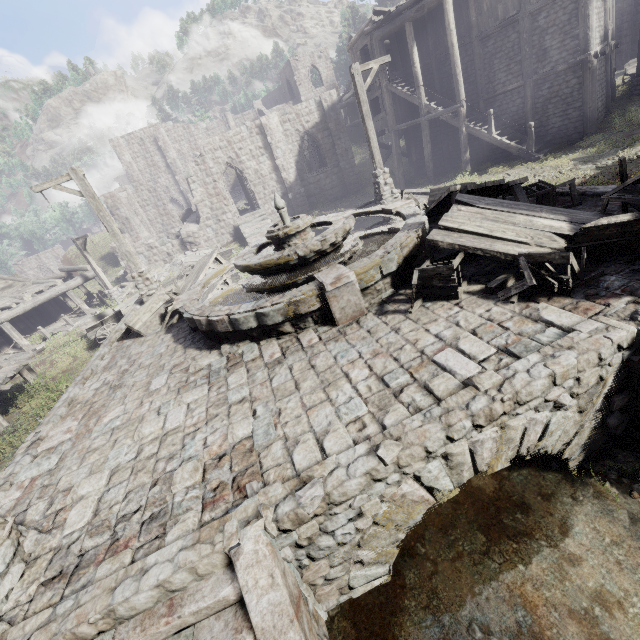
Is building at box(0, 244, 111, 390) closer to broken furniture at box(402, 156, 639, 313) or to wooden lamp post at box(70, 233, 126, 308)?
wooden lamp post at box(70, 233, 126, 308)

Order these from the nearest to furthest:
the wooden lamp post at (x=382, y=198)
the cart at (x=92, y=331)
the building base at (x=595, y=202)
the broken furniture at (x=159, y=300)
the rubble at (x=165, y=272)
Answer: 1. the building base at (x=595, y=202)
2. the broken furniture at (x=159, y=300)
3. the wooden lamp post at (x=382, y=198)
4. the cart at (x=92, y=331)
5. the rubble at (x=165, y=272)

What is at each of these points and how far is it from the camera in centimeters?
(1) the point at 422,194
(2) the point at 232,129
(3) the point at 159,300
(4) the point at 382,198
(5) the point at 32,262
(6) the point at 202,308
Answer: (1) building base, 1199cm
(2) building, 2402cm
(3) broken furniture, 965cm
(4) wooden lamp post, 1295cm
(5) building, 4416cm
(6) fountain, 656cm

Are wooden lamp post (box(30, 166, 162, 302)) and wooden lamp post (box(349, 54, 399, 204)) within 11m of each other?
yes

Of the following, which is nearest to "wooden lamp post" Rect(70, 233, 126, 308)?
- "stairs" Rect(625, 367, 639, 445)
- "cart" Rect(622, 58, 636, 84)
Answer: "stairs" Rect(625, 367, 639, 445)

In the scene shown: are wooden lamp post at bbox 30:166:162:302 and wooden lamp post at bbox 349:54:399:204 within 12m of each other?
yes

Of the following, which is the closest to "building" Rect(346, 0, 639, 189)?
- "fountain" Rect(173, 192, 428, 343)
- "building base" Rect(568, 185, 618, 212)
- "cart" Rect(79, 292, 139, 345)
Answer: "cart" Rect(79, 292, 139, 345)

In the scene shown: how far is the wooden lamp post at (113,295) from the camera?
19.22m
